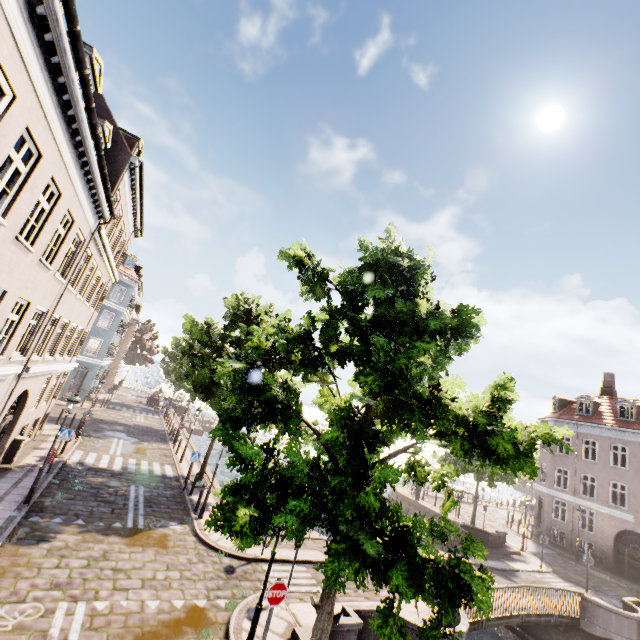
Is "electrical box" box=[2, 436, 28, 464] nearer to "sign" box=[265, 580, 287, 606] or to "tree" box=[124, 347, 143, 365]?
"sign" box=[265, 580, 287, 606]

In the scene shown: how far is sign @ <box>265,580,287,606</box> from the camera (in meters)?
7.08

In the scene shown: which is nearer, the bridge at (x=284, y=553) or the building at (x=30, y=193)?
the building at (x=30, y=193)

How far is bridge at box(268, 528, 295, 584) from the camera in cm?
1129

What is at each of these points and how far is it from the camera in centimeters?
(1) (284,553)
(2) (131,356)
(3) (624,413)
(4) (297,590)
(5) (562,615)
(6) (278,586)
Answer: (1) bridge, 1289cm
(2) tree, 5900cm
(3) building, 2773cm
(4) bridge, 1057cm
(5) bridge, 1402cm
(6) sign, 720cm

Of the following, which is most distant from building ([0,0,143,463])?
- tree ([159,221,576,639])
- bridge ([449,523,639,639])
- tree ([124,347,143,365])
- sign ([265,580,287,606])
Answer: tree ([124,347,143,365])

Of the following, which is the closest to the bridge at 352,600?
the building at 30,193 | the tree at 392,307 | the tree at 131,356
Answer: the tree at 392,307

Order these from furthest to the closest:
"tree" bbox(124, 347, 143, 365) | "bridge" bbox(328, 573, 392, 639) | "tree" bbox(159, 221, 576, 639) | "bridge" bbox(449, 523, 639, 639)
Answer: "tree" bbox(124, 347, 143, 365)
"bridge" bbox(449, 523, 639, 639)
"bridge" bbox(328, 573, 392, 639)
"tree" bbox(159, 221, 576, 639)
